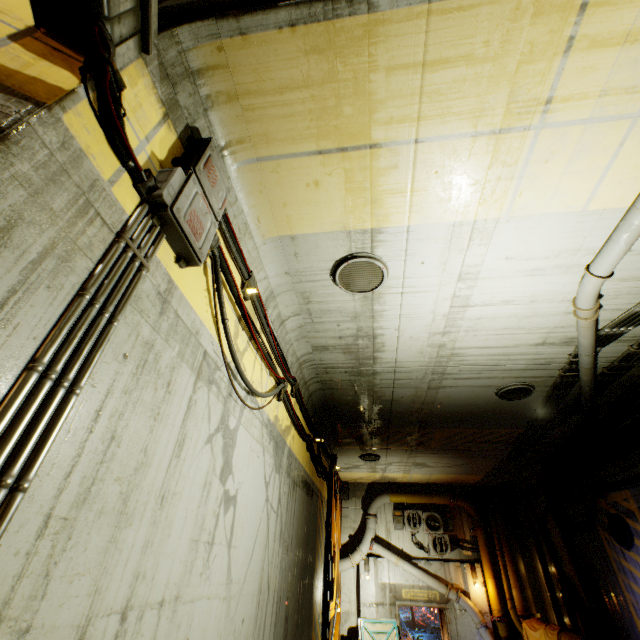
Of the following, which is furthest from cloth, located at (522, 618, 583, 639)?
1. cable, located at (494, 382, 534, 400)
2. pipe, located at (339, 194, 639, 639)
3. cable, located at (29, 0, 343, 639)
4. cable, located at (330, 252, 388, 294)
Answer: cable, located at (330, 252, 388, 294)

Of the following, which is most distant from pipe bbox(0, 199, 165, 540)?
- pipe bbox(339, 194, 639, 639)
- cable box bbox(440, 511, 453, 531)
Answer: cable box bbox(440, 511, 453, 531)

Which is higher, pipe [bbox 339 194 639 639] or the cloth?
pipe [bbox 339 194 639 639]

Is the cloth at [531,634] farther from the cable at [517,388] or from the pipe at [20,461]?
the pipe at [20,461]

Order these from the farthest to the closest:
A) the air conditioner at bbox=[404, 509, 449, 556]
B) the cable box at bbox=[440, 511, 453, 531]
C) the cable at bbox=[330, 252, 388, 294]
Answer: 1. the cable box at bbox=[440, 511, 453, 531]
2. the air conditioner at bbox=[404, 509, 449, 556]
3. the cable at bbox=[330, 252, 388, 294]

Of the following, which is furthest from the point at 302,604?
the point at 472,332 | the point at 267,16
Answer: the point at 267,16

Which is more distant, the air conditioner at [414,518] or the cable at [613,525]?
the air conditioner at [414,518]

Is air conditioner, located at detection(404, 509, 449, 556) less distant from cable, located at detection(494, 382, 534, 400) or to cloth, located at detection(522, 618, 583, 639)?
cloth, located at detection(522, 618, 583, 639)
